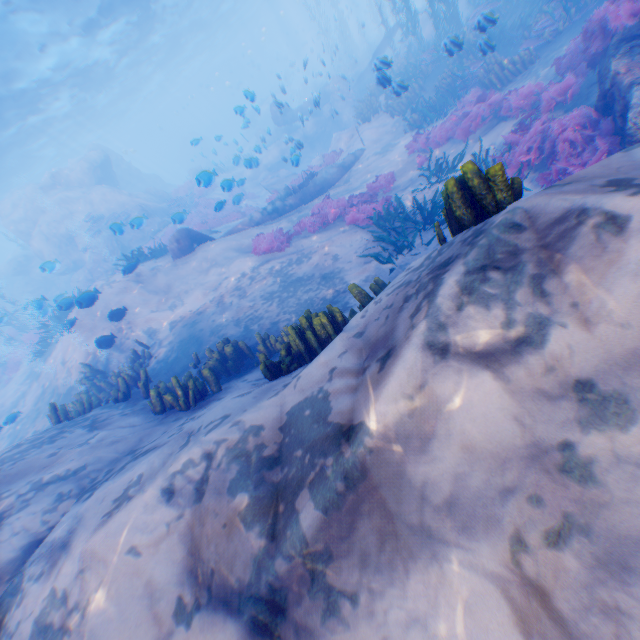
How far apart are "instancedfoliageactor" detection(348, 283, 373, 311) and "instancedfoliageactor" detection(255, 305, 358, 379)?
0.31m

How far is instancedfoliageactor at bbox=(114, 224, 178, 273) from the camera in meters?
12.2 m

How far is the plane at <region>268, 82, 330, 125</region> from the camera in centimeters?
1341cm

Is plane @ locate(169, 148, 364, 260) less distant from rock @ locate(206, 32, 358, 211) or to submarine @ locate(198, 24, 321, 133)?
rock @ locate(206, 32, 358, 211)

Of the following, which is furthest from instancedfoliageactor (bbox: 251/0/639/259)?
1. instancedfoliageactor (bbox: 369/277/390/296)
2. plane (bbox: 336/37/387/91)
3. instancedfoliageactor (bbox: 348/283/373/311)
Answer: instancedfoliageactor (bbox: 348/283/373/311)

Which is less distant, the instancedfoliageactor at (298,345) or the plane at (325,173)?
the instancedfoliageactor at (298,345)

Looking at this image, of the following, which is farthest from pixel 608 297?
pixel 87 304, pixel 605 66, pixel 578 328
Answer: pixel 87 304

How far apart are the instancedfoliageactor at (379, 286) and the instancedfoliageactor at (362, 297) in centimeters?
31cm
